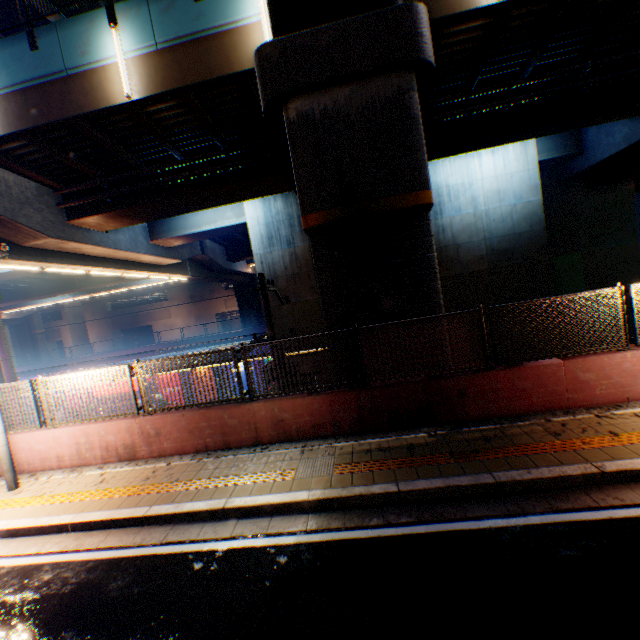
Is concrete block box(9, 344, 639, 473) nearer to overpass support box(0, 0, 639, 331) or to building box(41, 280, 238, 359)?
overpass support box(0, 0, 639, 331)

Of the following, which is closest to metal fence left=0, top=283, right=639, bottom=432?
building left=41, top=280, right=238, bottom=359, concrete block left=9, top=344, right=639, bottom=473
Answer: concrete block left=9, top=344, right=639, bottom=473

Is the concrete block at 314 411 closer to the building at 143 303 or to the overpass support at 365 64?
the overpass support at 365 64

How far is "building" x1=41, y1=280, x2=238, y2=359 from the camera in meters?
52.7 m

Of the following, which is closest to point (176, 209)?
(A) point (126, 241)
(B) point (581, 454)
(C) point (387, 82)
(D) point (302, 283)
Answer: (A) point (126, 241)

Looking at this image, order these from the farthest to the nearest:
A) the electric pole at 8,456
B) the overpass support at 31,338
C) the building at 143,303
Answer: the building at 143,303
the overpass support at 31,338
the electric pole at 8,456

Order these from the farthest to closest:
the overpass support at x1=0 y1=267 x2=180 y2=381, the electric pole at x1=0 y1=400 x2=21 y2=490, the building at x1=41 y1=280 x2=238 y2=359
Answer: the building at x1=41 y1=280 x2=238 y2=359 < the overpass support at x1=0 y1=267 x2=180 y2=381 < the electric pole at x1=0 y1=400 x2=21 y2=490

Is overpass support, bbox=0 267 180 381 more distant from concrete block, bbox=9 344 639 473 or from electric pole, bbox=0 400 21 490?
electric pole, bbox=0 400 21 490
